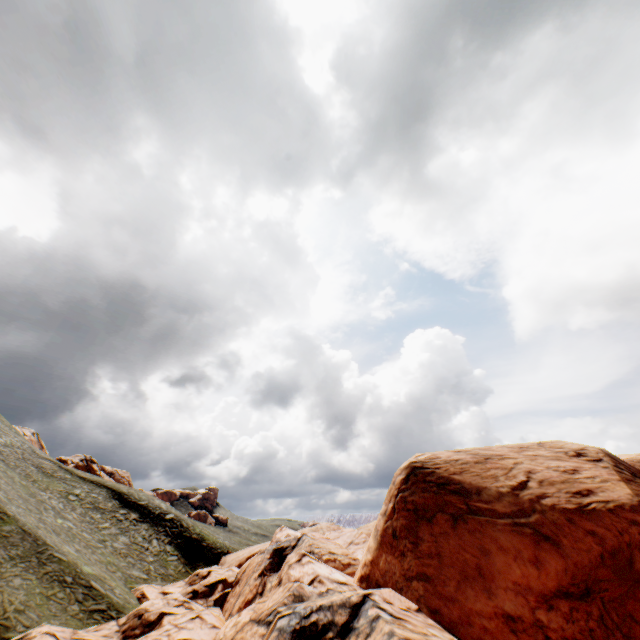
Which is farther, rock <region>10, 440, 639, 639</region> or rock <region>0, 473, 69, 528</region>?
rock <region>0, 473, 69, 528</region>

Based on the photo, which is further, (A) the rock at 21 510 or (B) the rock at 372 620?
(A) the rock at 21 510

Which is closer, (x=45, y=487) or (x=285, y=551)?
(x=285, y=551)
